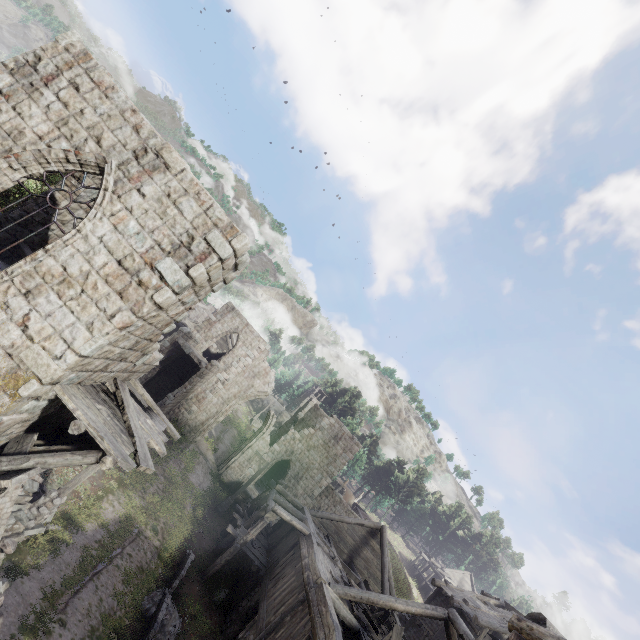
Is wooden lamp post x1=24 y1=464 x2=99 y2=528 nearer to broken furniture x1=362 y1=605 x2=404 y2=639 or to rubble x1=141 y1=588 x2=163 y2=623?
rubble x1=141 y1=588 x2=163 y2=623

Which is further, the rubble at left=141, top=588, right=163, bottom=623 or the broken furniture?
the broken furniture

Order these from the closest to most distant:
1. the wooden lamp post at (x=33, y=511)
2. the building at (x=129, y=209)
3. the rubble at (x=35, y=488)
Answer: the building at (x=129, y=209) < the rubble at (x=35, y=488) < the wooden lamp post at (x=33, y=511)

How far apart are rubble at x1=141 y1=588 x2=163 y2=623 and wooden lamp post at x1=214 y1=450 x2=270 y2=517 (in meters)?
8.72

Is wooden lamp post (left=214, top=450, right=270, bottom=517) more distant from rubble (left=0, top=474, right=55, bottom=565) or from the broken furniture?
rubble (left=0, top=474, right=55, bottom=565)

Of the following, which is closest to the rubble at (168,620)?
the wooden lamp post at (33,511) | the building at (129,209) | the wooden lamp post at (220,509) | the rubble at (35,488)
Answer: the building at (129,209)

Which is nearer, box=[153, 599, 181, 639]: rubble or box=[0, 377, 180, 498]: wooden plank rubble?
box=[0, 377, 180, 498]: wooden plank rubble

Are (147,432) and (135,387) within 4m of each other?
yes
